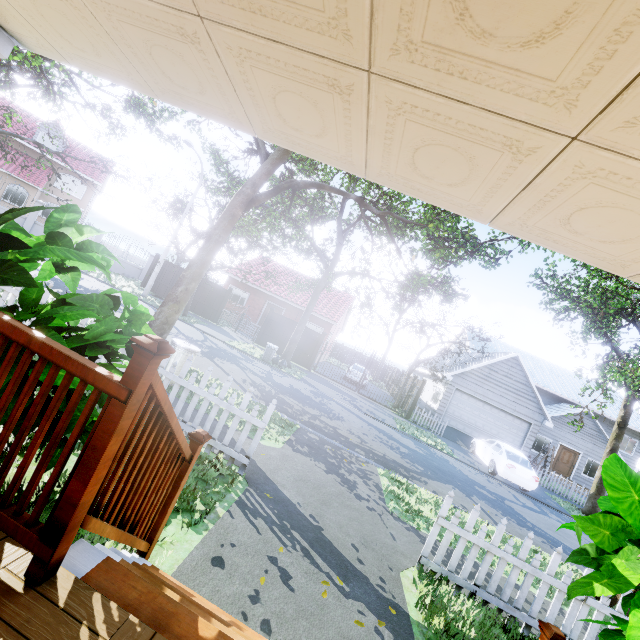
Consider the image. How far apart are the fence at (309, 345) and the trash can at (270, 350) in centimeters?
340cm

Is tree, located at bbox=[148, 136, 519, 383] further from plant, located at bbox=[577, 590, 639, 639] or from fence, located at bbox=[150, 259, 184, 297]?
plant, located at bbox=[577, 590, 639, 639]

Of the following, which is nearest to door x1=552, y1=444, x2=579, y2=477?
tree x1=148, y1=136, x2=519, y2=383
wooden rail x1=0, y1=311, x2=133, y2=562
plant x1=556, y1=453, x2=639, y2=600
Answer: tree x1=148, y1=136, x2=519, y2=383

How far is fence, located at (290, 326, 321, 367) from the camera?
20.39m

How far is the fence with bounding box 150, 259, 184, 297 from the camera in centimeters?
2203cm

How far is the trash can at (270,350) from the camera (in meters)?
16.58

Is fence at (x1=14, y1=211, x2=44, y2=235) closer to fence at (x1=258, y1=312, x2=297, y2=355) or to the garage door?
fence at (x1=258, y1=312, x2=297, y2=355)

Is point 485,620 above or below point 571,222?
below
